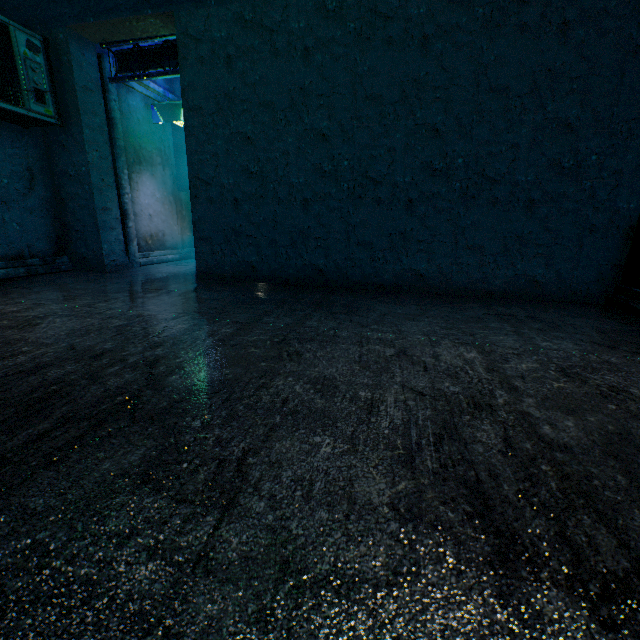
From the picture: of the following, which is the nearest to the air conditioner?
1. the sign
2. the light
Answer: the sign

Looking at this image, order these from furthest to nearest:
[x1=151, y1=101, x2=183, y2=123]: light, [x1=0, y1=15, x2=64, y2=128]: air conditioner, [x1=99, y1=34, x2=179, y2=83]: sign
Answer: [x1=151, y1=101, x2=183, y2=123]: light, [x1=99, y1=34, x2=179, y2=83]: sign, [x1=0, y1=15, x2=64, y2=128]: air conditioner

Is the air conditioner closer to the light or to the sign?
the sign

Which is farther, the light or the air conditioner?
the light

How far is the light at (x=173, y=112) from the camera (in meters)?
5.44

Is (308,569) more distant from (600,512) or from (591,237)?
(591,237)

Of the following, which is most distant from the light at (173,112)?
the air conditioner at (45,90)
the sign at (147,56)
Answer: the air conditioner at (45,90)

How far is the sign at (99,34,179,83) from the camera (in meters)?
4.33
